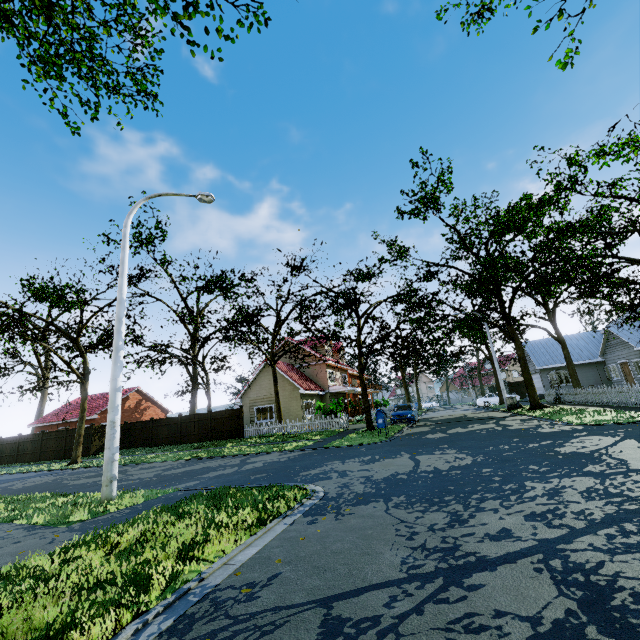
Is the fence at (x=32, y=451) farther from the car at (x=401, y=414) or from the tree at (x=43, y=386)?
the car at (x=401, y=414)

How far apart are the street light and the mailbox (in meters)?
11.35

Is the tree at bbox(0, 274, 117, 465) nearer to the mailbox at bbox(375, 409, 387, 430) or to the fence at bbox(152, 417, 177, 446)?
the fence at bbox(152, 417, 177, 446)

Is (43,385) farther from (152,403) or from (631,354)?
(631,354)

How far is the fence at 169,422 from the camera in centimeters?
2678cm

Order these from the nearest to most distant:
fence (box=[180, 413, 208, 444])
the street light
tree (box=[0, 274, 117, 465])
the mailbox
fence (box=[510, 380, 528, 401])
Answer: the street light → the mailbox → tree (box=[0, 274, 117, 465]) → fence (box=[180, 413, 208, 444]) → fence (box=[510, 380, 528, 401])

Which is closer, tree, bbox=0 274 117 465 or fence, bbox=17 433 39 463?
tree, bbox=0 274 117 465

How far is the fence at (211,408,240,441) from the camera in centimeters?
2492cm
